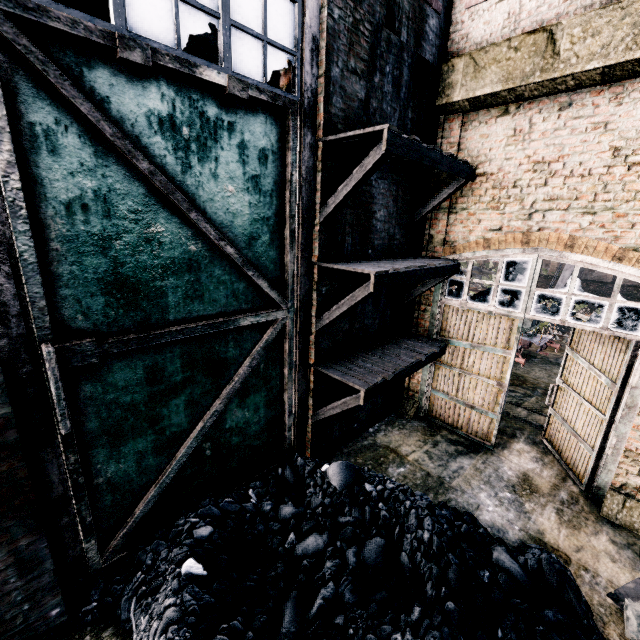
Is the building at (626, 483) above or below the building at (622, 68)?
below

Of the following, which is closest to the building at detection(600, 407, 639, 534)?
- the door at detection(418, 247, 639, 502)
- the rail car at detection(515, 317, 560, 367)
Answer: the door at detection(418, 247, 639, 502)

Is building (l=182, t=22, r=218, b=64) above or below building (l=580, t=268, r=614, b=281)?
above

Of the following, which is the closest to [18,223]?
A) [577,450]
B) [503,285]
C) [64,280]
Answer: [64,280]

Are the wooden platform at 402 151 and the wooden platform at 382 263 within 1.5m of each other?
yes

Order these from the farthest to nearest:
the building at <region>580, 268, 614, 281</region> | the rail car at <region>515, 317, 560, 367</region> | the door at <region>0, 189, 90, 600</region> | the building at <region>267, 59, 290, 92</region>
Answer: the building at <region>580, 268, 614, 281</region> → the rail car at <region>515, 317, 560, 367</region> → the building at <region>267, 59, 290, 92</region> → the door at <region>0, 189, 90, 600</region>

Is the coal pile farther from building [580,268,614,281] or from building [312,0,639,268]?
building [580,268,614,281]

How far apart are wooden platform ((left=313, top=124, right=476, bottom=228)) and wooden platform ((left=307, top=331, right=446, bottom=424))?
2.8m
